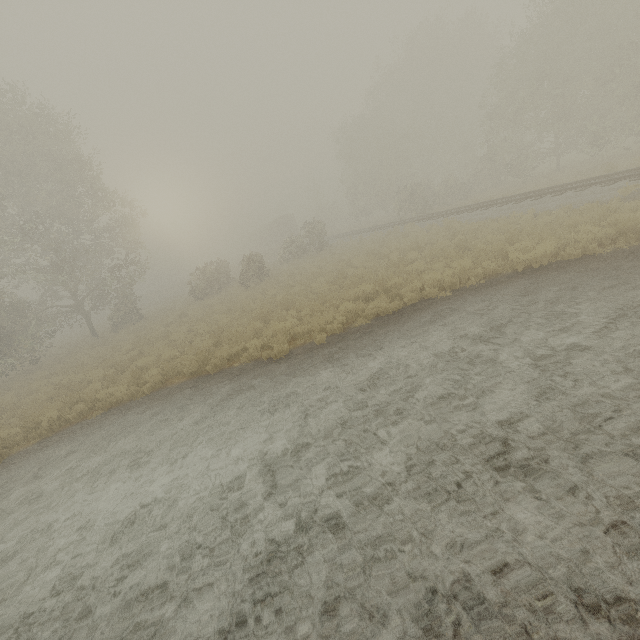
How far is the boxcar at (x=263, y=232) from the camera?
51.16m

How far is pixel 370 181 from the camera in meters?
42.3

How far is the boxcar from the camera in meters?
51.2 m
